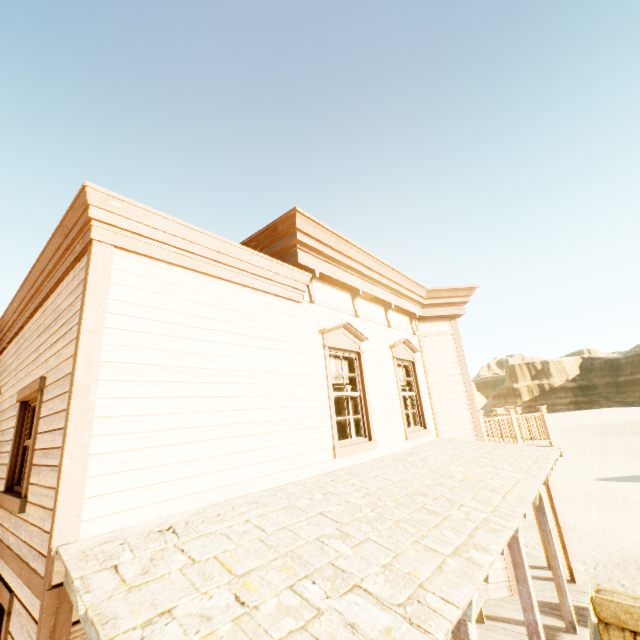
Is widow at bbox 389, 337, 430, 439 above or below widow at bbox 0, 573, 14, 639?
above

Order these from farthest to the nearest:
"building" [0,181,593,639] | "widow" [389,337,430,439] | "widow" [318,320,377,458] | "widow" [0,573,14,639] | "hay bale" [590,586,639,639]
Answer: "widow" [389,337,430,439]
"hay bale" [590,586,639,639]
"widow" [318,320,377,458]
"widow" [0,573,14,639]
"building" [0,181,593,639]

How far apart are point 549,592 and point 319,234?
9.5m

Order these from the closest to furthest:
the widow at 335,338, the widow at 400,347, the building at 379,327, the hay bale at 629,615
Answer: the building at 379,327
the widow at 335,338
the hay bale at 629,615
the widow at 400,347

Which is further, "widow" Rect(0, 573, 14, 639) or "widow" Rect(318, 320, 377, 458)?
"widow" Rect(318, 320, 377, 458)

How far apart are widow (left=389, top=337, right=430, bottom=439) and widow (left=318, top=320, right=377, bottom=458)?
1.12m

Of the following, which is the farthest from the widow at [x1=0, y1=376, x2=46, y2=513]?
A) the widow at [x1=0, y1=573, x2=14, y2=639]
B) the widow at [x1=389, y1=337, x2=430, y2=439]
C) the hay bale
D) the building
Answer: the hay bale

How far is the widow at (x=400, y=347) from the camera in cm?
720
